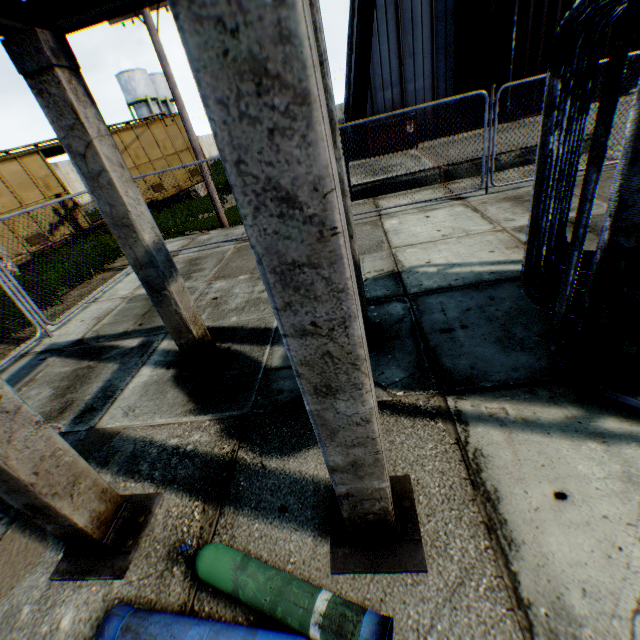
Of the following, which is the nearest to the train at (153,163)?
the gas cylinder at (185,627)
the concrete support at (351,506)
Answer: the concrete support at (351,506)

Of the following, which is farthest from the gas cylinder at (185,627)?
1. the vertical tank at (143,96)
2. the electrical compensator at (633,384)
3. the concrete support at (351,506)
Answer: the vertical tank at (143,96)

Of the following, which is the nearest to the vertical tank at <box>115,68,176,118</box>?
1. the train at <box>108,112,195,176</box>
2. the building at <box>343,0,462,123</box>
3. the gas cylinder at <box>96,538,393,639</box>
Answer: the building at <box>343,0,462,123</box>

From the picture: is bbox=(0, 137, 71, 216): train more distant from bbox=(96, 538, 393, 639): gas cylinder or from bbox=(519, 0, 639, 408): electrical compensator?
bbox=(519, 0, 639, 408): electrical compensator

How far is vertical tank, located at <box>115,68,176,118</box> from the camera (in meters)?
42.28

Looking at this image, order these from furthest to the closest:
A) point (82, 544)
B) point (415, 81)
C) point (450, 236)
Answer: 1. point (415, 81)
2. point (450, 236)
3. point (82, 544)

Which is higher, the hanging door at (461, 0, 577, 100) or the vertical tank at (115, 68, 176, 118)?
the vertical tank at (115, 68, 176, 118)

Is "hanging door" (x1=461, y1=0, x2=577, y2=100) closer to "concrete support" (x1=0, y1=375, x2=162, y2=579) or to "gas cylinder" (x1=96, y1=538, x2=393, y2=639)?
"concrete support" (x1=0, y1=375, x2=162, y2=579)
